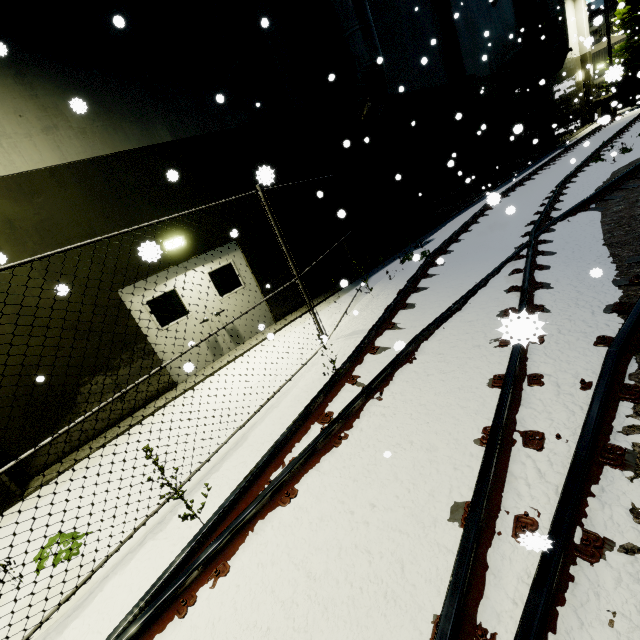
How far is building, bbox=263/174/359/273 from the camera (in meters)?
9.12

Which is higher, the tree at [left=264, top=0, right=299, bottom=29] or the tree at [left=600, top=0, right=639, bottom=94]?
the tree at [left=264, top=0, right=299, bottom=29]

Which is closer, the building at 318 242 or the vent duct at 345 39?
the vent duct at 345 39

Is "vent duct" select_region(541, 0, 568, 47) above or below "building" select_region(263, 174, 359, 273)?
above

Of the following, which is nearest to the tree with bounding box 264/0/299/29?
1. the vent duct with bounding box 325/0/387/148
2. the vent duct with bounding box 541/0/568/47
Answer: the vent duct with bounding box 541/0/568/47

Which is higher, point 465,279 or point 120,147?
point 120,147

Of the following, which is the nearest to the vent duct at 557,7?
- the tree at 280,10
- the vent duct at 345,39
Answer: the tree at 280,10

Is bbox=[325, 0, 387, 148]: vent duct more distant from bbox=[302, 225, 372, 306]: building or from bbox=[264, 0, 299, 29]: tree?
bbox=[264, 0, 299, 29]: tree
